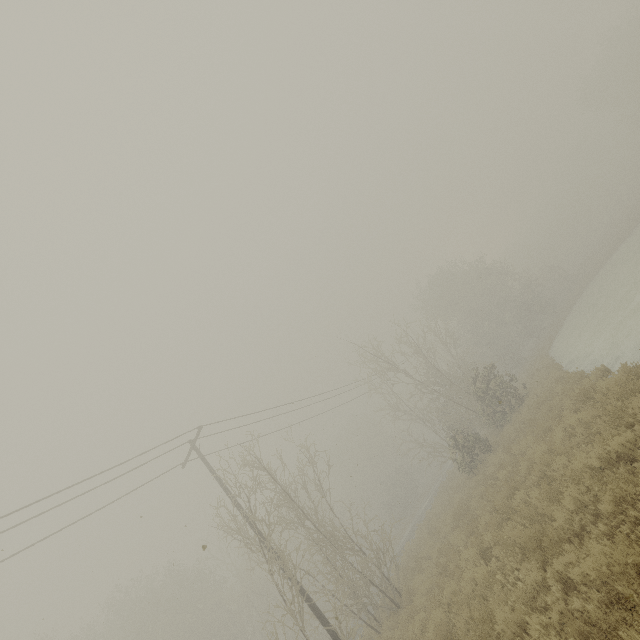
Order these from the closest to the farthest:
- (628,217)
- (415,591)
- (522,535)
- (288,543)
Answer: (522,535) → (415,591) → (628,217) → (288,543)
